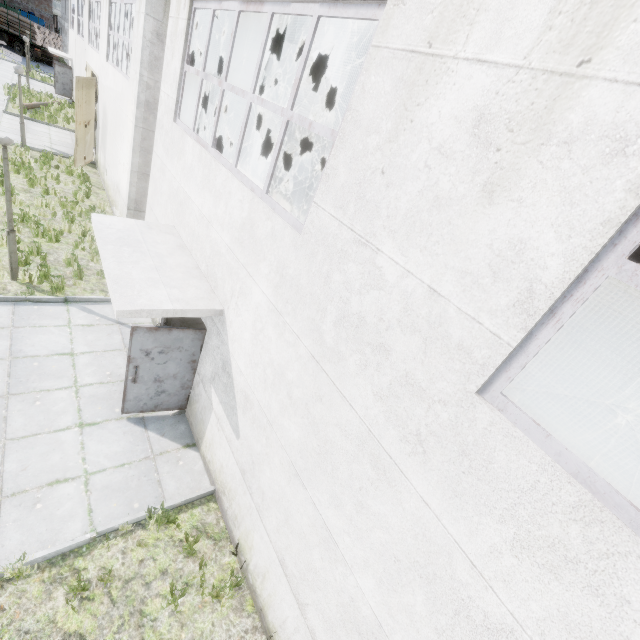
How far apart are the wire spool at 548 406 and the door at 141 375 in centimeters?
1014cm

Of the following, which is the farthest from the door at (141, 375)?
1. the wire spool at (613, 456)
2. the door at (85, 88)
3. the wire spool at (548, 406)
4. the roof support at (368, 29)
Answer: the door at (85, 88)

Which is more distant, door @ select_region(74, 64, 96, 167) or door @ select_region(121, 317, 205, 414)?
door @ select_region(74, 64, 96, 167)

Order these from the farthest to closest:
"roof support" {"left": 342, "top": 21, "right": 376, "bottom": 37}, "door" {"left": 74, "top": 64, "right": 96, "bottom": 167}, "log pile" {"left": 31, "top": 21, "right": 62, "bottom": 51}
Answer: "log pile" {"left": 31, "top": 21, "right": 62, "bottom": 51}
"door" {"left": 74, "top": 64, "right": 96, "bottom": 167}
"roof support" {"left": 342, "top": 21, "right": 376, "bottom": 37}

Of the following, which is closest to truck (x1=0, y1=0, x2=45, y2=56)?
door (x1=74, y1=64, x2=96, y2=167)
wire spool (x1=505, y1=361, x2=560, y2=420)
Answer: door (x1=74, y1=64, x2=96, y2=167)

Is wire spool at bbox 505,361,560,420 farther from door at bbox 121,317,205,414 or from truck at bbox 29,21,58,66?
truck at bbox 29,21,58,66

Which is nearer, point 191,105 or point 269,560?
point 269,560

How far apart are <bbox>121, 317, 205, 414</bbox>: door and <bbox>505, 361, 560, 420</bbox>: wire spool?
10.1m
